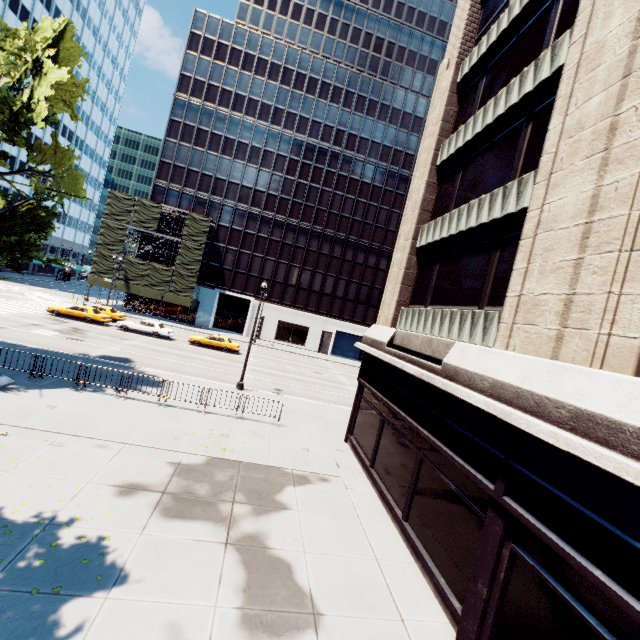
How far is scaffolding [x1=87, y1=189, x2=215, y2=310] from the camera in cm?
4291

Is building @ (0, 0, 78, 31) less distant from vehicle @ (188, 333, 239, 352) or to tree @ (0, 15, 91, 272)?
tree @ (0, 15, 91, 272)

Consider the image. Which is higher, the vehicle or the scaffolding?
the scaffolding

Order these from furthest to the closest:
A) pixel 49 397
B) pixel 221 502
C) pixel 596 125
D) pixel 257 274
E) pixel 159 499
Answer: pixel 257 274, pixel 49 397, pixel 221 502, pixel 159 499, pixel 596 125

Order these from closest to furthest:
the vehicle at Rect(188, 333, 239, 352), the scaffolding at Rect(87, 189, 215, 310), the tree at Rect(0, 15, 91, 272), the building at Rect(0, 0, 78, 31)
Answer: the tree at Rect(0, 15, 91, 272)
the vehicle at Rect(188, 333, 239, 352)
the scaffolding at Rect(87, 189, 215, 310)
the building at Rect(0, 0, 78, 31)

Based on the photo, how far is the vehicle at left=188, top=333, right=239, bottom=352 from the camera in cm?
3309

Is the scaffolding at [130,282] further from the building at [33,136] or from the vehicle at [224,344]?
the building at [33,136]

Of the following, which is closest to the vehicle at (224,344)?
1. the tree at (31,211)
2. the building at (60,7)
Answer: the tree at (31,211)
